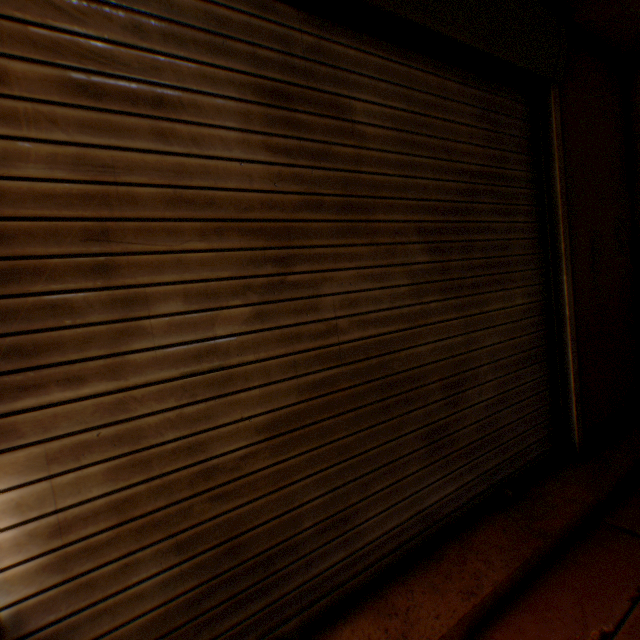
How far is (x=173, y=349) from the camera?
1.2m

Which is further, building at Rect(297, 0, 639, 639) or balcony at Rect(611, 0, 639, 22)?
balcony at Rect(611, 0, 639, 22)

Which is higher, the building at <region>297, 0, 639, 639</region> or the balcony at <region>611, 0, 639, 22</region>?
the balcony at <region>611, 0, 639, 22</region>

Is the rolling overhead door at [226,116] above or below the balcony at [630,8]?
below

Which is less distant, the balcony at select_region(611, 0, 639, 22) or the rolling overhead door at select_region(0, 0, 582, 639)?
the rolling overhead door at select_region(0, 0, 582, 639)

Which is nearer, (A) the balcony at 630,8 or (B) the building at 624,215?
(B) the building at 624,215

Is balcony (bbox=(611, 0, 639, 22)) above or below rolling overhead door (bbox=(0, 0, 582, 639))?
above
